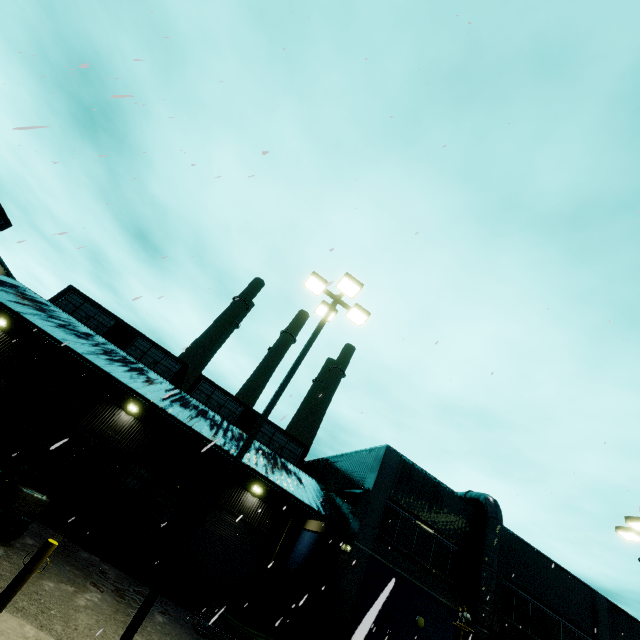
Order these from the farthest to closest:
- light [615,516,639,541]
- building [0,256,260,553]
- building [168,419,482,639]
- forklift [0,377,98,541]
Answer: building [0,256,260,553] → building [168,419,482,639] → light [615,516,639,541] → forklift [0,377,98,541]

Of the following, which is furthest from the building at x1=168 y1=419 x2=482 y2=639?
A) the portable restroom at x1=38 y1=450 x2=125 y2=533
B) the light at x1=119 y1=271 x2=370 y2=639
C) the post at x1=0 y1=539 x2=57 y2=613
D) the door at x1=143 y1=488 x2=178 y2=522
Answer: the light at x1=119 y1=271 x2=370 y2=639

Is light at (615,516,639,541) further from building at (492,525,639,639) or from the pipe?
the pipe

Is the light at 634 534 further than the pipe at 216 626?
Yes

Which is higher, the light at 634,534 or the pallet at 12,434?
the light at 634,534

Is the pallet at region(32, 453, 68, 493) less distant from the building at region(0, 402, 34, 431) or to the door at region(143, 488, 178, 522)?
the building at region(0, 402, 34, 431)

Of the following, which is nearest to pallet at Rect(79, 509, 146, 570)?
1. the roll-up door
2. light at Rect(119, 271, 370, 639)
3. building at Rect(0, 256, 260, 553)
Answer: building at Rect(0, 256, 260, 553)

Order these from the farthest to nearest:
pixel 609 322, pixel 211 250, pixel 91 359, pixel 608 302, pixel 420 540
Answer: pixel 420 540 → pixel 91 359 → pixel 608 302 → pixel 211 250 → pixel 609 322
